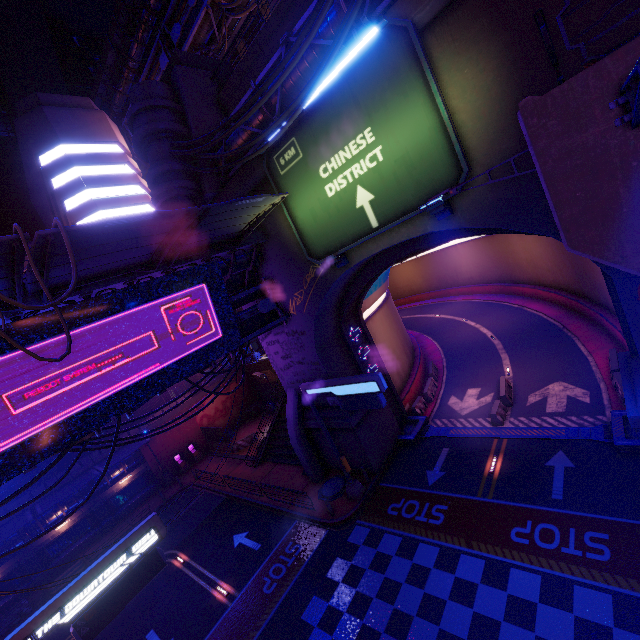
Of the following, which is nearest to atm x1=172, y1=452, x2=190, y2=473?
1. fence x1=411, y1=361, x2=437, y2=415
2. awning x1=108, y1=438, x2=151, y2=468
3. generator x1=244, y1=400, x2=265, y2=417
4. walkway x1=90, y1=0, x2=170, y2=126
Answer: awning x1=108, y1=438, x2=151, y2=468

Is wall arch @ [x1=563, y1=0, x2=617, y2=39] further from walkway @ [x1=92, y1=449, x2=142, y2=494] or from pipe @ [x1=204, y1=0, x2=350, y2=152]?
walkway @ [x1=92, y1=449, x2=142, y2=494]

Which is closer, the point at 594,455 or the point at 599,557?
the point at 599,557

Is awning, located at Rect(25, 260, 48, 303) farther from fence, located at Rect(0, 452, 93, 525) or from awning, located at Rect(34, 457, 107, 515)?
fence, located at Rect(0, 452, 93, 525)

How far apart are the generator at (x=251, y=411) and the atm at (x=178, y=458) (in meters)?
8.03

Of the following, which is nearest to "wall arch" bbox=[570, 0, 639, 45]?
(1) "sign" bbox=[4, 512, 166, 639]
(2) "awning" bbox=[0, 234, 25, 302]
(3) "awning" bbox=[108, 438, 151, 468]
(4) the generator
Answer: (1) "sign" bbox=[4, 512, 166, 639]

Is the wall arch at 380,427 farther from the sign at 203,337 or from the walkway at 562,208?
the sign at 203,337

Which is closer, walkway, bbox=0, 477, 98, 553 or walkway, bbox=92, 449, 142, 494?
walkway, bbox=0, 477, 98, 553
